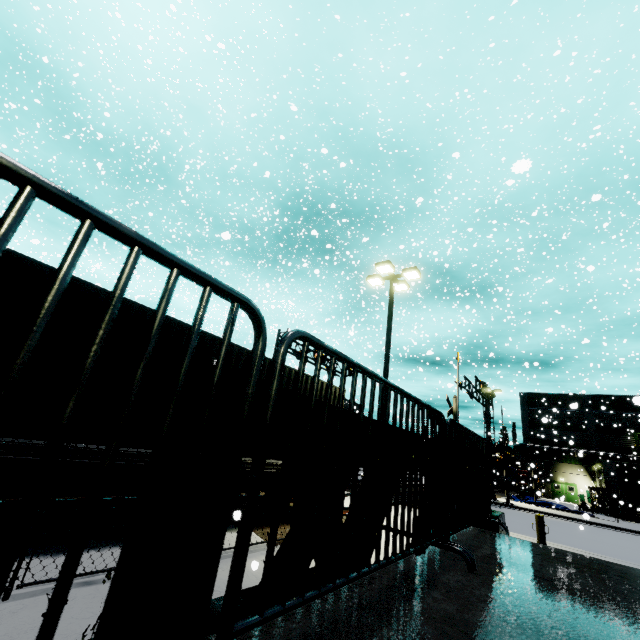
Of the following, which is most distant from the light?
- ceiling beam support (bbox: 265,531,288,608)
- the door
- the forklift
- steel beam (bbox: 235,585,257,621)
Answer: the door

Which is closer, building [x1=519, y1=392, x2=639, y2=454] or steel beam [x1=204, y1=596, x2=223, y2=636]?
steel beam [x1=204, y1=596, x2=223, y2=636]

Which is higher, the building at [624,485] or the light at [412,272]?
the light at [412,272]

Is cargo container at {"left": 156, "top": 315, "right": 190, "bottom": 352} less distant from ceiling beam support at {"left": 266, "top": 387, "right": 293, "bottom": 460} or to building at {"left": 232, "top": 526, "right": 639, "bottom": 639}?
building at {"left": 232, "top": 526, "right": 639, "bottom": 639}

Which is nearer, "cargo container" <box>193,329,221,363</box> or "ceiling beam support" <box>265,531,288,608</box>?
"ceiling beam support" <box>265,531,288,608</box>

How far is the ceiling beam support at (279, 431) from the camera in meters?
1.7 m

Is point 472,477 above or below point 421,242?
below

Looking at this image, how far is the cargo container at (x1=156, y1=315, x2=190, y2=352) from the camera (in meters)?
6.57
